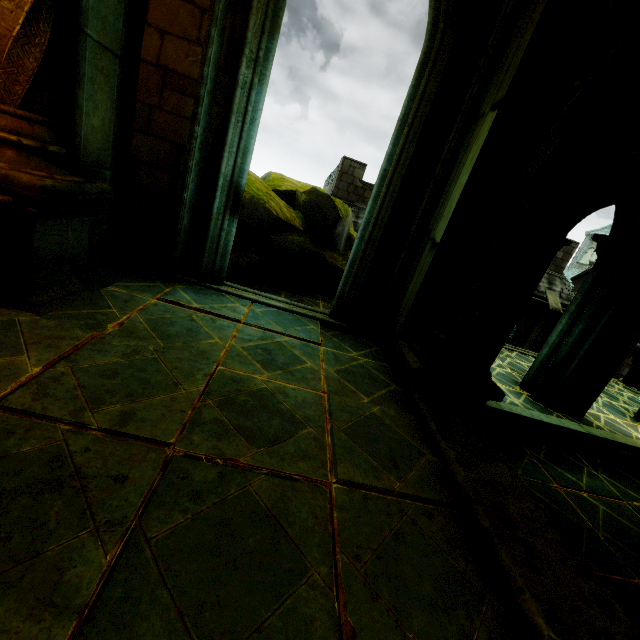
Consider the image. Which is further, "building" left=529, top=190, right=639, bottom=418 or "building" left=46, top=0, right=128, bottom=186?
"building" left=529, top=190, right=639, bottom=418

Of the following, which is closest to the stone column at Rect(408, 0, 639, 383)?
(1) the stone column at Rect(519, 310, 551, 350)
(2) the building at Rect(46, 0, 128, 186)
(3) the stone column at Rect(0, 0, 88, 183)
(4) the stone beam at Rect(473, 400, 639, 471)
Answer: (2) the building at Rect(46, 0, 128, 186)

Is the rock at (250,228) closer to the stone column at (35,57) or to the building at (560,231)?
the building at (560,231)

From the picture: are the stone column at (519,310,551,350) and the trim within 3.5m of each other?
no

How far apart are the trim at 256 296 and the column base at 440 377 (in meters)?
0.91

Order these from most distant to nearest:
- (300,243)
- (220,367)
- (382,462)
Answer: (300,243), (220,367), (382,462)

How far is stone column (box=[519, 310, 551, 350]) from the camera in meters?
18.4

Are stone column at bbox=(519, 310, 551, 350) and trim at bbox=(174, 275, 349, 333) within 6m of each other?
no
